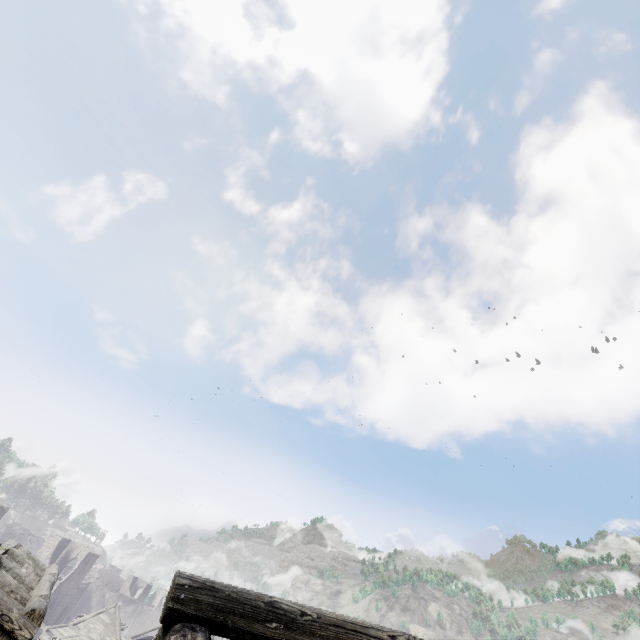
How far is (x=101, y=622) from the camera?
32.7m
